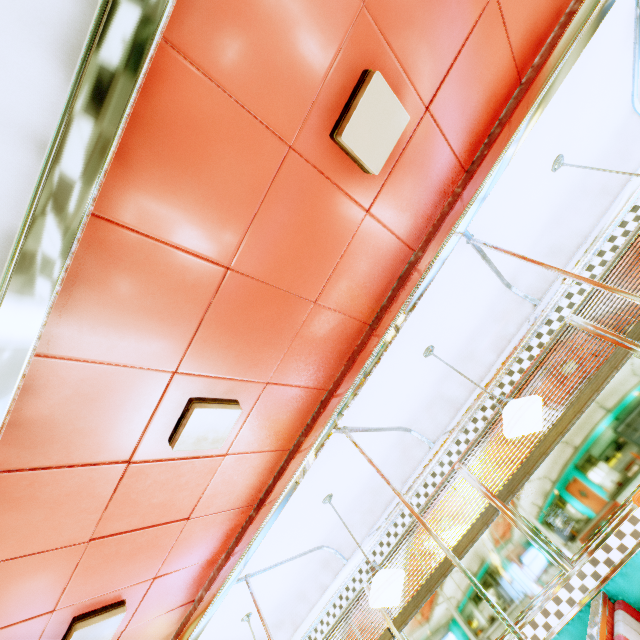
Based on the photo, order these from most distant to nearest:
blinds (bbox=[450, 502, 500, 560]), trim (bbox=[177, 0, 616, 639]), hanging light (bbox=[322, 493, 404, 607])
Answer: blinds (bbox=[450, 502, 500, 560])
hanging light (bbox=[322, 493, 404, 607])
trim (bbox=[177, 0, 616, 639])

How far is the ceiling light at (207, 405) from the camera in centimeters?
192cm

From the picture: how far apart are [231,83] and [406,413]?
3.4 meters

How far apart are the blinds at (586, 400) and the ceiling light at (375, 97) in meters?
2.8

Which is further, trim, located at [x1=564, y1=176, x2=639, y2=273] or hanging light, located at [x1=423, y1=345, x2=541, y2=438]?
trim, located at [x1=564, y1=176, x2=639, y2=273]

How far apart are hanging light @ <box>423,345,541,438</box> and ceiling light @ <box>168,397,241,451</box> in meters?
1.9

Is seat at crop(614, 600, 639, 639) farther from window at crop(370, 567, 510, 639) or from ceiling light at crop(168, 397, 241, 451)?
ceiling light at crop(168, 397, 241, 451)

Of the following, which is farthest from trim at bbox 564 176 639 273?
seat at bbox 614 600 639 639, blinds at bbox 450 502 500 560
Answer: seat at bbox 614 600 639 639
